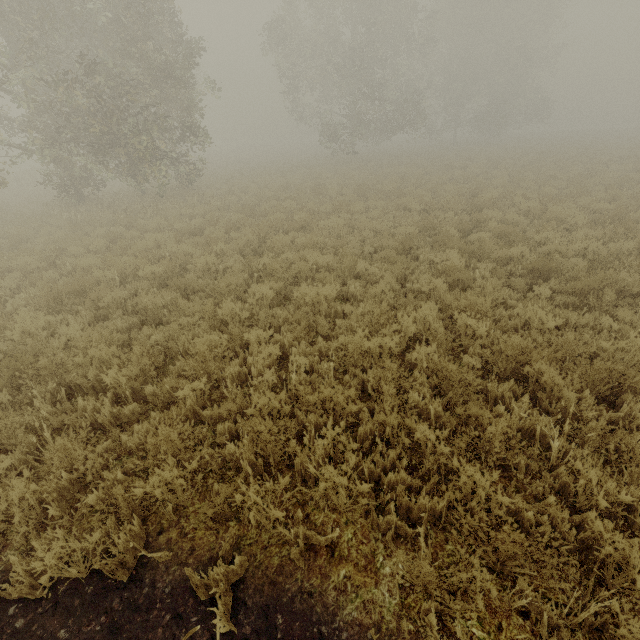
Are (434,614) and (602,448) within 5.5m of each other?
yes
